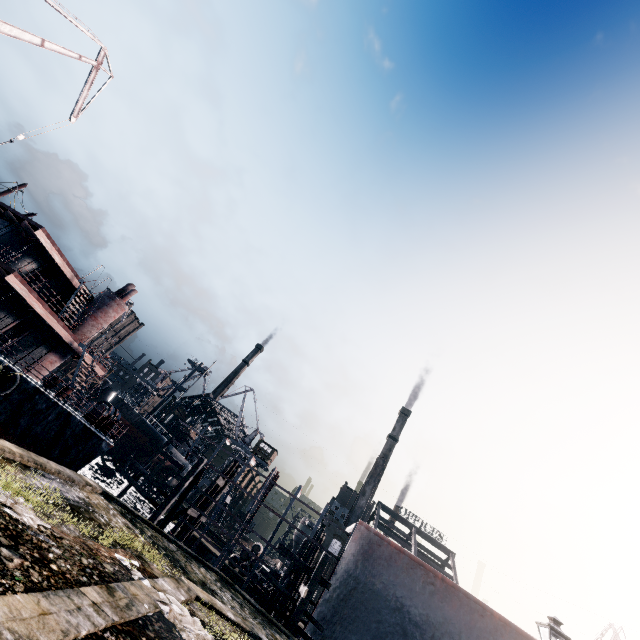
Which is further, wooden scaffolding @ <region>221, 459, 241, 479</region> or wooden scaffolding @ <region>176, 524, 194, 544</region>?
wooden scaffolding @ <region>221, 459, 241, 479</region>

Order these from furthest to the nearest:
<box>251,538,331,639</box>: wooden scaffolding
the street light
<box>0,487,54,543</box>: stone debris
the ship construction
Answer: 1. the ship construction
2. <box>251,538,331,639</box>: wooden scaffolding
3. the street light
4. <box>0,487,54,543</box>: stone debris

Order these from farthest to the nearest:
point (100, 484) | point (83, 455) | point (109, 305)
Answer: point (100, 484), point (109, 305), point (83, 455)

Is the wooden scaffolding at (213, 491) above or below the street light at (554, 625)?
below

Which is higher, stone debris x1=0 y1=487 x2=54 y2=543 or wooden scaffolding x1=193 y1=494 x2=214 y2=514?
wooden scaffolding x1=193 y1=494 x2=214 y2=514

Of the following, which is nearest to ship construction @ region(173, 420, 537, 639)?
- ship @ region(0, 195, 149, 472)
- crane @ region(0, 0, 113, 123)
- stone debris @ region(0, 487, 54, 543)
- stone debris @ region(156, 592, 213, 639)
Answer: ship @ region(0, 195, 149, 472)

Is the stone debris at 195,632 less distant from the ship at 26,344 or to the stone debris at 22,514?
the stone debris at 22,514

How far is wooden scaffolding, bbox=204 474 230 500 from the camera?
25.67m
